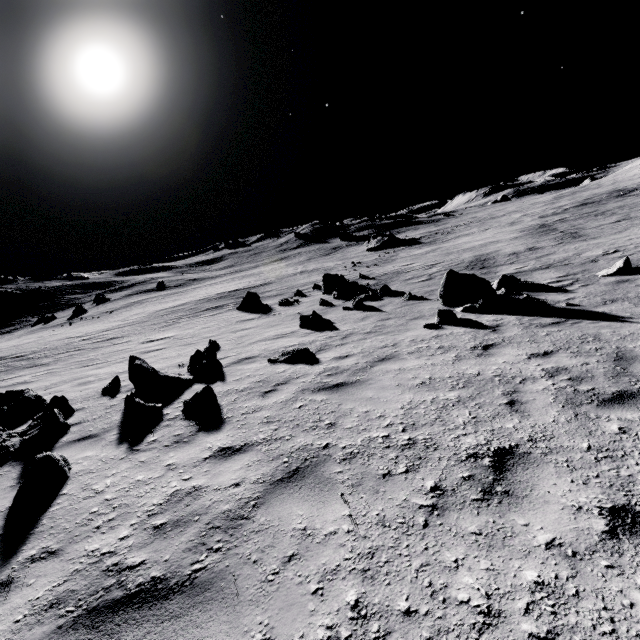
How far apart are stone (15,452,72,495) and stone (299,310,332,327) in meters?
8.7 m

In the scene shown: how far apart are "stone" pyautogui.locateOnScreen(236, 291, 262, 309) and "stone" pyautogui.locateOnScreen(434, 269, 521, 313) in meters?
12.6

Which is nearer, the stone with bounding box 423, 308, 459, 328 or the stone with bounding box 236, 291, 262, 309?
the stone with bounding box 423, 308, 459, 328

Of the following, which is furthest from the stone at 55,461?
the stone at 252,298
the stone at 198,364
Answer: the stone at 252,298

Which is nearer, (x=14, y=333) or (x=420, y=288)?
(x=420, y=288)

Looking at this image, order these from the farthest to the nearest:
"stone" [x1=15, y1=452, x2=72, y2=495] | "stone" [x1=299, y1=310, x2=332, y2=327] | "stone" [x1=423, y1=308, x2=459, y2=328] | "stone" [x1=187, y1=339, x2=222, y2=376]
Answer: "stone" [x1=299, y1=310, x2=332, y2=327] < "stone" [x1=423, y1=308, x2=459, y2=328] < "stone" [x1=187, y1=339, x2=222, y2=376] < "stone" [x1=15, y1=452, x2=72, y2=495]

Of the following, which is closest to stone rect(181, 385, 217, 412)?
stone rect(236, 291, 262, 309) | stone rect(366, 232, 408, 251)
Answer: stone rect(236, 291, 262, 309)

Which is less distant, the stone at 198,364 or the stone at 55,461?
the stone at 55,461
